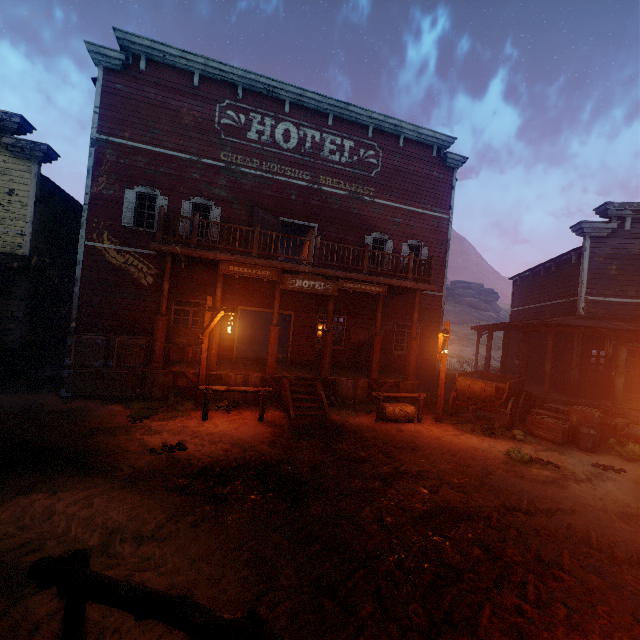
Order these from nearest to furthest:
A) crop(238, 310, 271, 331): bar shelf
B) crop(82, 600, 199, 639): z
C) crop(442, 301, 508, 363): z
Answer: crop(82, 600, 199, 639): z
crop(238, 310, 271, 331): bar shelf
crop(442, 301, 508, 363): z

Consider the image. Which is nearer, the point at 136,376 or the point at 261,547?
the point at 261,547

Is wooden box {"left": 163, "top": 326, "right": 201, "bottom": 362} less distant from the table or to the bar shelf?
the table

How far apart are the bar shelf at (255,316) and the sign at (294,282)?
14.42m

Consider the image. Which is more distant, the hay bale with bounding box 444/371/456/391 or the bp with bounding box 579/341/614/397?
the hay bale with bounding box 444/371/456/391

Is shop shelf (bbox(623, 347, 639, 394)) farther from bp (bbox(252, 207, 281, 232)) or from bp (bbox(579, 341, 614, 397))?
bp (bbox(252, 207, 281, 232))

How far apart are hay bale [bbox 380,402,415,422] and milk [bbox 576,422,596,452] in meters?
4.6

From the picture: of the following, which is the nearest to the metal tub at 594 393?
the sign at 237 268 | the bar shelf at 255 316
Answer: the sign at 237 268
